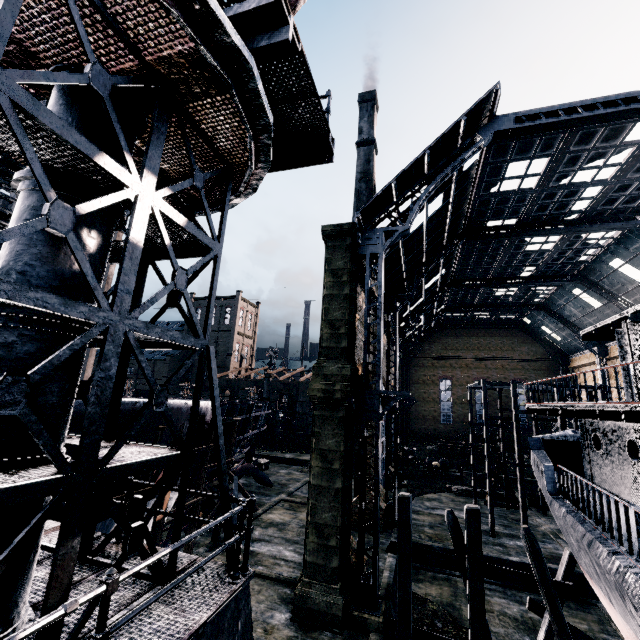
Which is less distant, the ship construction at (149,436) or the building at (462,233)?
the ship construction at (149,436)

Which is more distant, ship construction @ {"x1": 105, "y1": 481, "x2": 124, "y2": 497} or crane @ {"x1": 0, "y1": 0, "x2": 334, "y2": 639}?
ship construction @ {"x1": 105, "y1": 481, "x2": 124, "y2": 497}

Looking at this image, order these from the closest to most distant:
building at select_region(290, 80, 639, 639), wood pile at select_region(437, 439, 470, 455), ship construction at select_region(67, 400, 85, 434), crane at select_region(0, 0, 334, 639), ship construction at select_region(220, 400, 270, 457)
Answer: crane at select_region(0, 0, 334, 639) < ship construction at select_region(67, 400, 85, 434) < building at select_region(290, 80, 639, 639) < ship construction at select_region(220, 400, 270, 457) < wood pile at select_region(437, 439, 470, 455)

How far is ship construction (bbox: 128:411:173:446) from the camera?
13.0m

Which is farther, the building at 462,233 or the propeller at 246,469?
the propeller at 246,469

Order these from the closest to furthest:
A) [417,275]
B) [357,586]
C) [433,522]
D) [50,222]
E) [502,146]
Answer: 1. [50,222]
2. [357,586]
3. [502,146]
4. [433,522]
5. [417,275]

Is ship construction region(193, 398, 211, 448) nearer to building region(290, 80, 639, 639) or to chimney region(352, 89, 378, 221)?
building region(290, 80, 639, 639)

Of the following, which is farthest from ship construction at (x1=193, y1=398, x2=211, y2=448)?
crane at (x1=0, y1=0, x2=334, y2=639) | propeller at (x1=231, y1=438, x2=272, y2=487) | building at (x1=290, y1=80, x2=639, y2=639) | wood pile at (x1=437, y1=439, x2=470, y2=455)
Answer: wood pile at (x1=437, y1=439, x2=470, y2=455)
